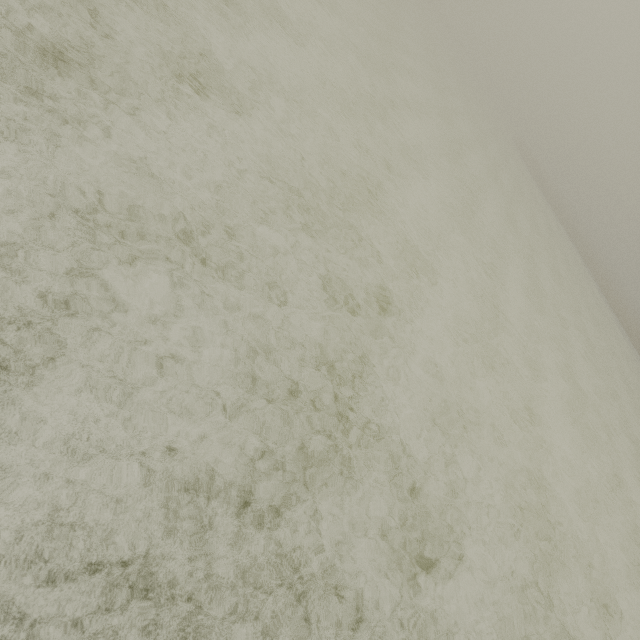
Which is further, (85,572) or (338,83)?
(338,83)
